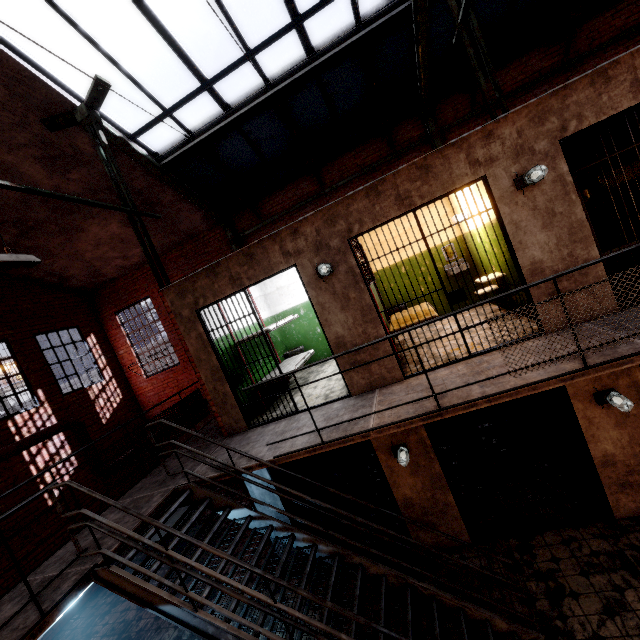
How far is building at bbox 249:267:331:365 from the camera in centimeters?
890cm

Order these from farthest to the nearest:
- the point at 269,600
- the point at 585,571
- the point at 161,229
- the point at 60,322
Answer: the point at 60,322 < the point at 161,229 < the point at 585,571 < the point at 269,600

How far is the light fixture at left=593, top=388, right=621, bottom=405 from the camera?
4.4 meters

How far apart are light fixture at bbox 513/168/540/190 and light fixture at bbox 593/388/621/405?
2.95m

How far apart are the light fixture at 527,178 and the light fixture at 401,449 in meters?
4.1 m

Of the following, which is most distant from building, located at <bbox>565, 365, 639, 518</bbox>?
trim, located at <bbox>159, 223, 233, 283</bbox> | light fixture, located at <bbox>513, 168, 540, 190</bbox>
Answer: trim, located at <bbox>159, 223, 233, 283</bbox>

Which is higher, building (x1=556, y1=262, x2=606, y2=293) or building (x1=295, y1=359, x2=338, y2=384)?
building (x1=556, y1=262, x2=606, y2=293)

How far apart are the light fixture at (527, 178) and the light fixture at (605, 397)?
2.9 meters
